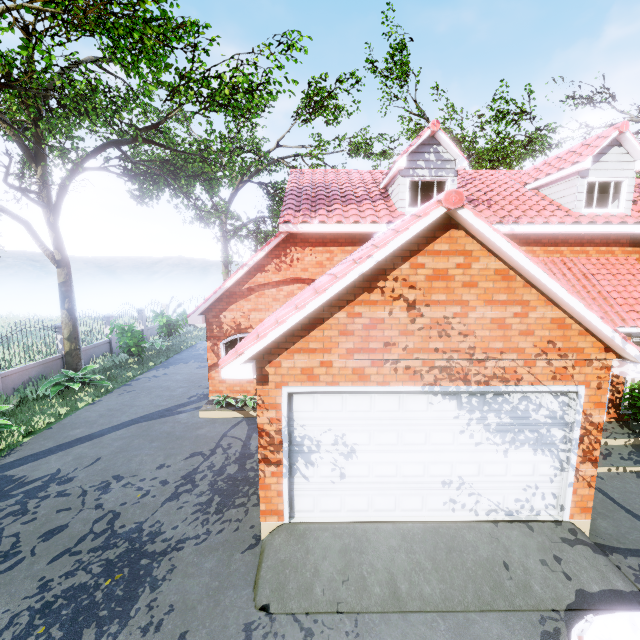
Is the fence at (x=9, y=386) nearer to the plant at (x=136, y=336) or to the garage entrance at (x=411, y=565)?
the plant at (x=136, y=336)

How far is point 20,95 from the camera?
9.00m

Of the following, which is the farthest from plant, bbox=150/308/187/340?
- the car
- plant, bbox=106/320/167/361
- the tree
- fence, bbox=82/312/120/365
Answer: the car

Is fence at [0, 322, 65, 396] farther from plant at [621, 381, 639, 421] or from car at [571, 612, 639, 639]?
plant at [621, 381, 639, 421]

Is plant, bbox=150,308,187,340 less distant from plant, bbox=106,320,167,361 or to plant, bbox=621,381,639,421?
plant, bbox=106,320,167,361

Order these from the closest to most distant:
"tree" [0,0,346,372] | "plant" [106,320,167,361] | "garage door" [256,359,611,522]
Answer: "garage door" [256,359,611,522], "tree" [0,0,346,372], "plant" [106,320,167,361]

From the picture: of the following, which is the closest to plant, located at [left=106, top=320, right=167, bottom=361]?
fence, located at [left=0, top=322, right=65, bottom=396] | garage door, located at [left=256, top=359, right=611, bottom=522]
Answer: fence, located at [left=0, top=322, right=65, bottom=396]

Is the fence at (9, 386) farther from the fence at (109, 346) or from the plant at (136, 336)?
the plant at (136, 336)
